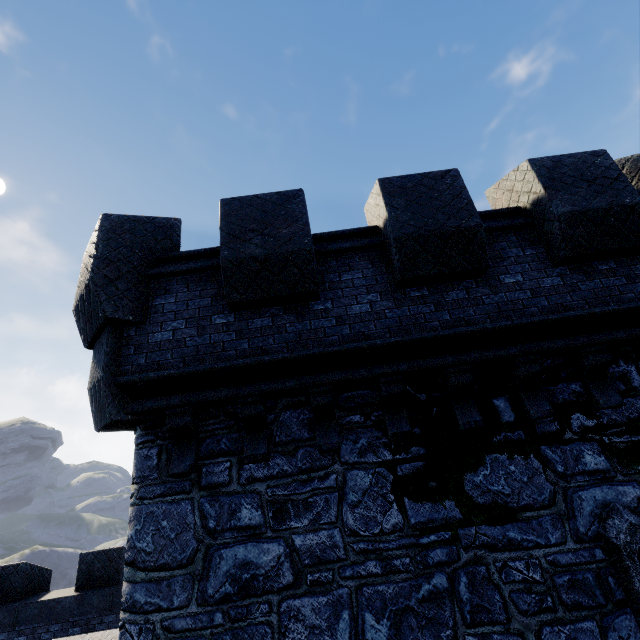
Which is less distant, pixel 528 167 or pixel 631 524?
pixel 631 524
